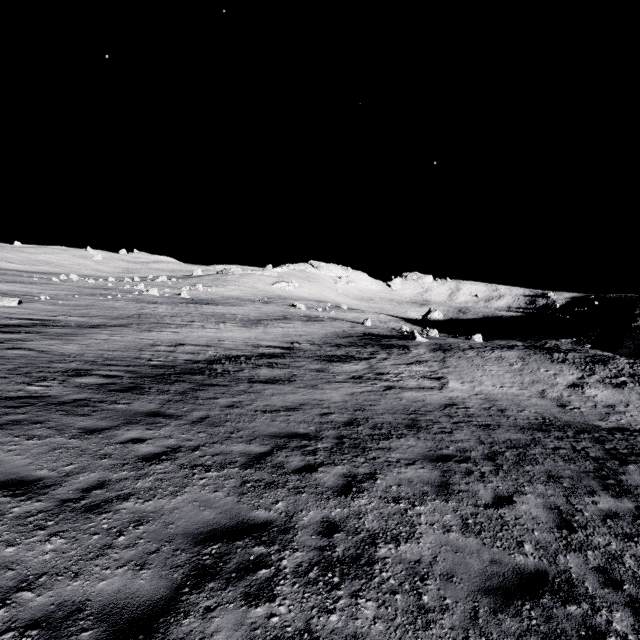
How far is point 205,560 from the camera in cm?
422
